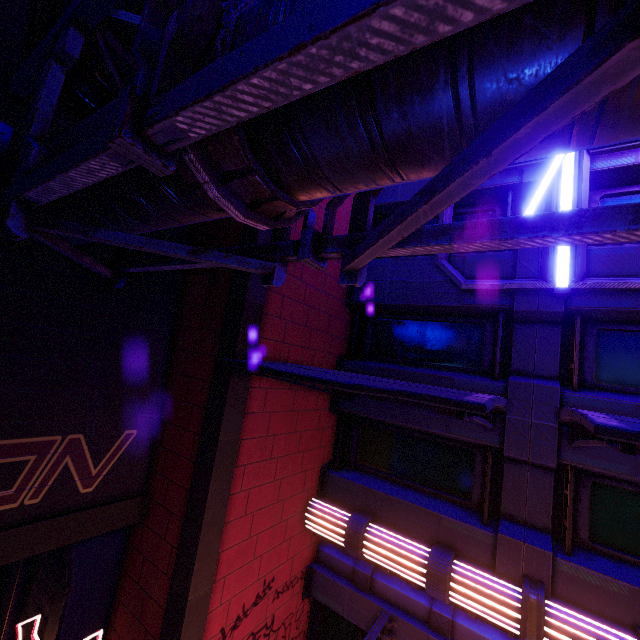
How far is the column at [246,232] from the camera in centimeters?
605cm

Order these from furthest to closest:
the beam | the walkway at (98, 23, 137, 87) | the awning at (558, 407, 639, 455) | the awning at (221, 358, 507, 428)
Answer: the beam, the walkway at (98, 23, 137, 87), the awning at (221, 358, 507, 428), the awning at (558, 407, 639, 455)

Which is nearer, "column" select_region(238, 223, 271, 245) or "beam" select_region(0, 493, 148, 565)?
"beam" select_region(0, 493, 148, 565)

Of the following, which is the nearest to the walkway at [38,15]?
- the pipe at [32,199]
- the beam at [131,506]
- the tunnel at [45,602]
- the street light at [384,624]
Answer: the pipe at [32,199]

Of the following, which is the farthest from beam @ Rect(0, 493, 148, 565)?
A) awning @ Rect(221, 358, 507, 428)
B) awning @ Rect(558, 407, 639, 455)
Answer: awning @ Rect(558, 407, 639, 455)

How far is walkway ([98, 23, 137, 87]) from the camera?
4.3m

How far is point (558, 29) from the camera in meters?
1.3

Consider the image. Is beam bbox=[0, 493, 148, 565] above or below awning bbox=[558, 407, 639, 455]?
below
